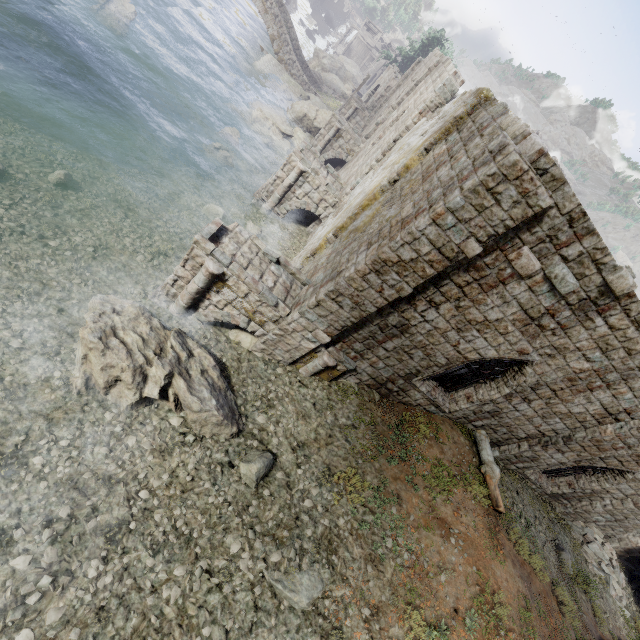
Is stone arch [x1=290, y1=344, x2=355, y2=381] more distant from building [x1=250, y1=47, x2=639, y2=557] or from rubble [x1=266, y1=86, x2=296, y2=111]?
rubble [x1=266, y1=86, x2=296, y2=111]

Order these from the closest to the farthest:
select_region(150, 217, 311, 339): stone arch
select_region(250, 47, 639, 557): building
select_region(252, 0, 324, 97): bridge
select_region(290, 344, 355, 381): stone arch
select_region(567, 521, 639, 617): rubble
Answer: select_region(250, 47, 639, 557): building
select_region(150, 217, 311, 339): stone arch
select_region(290, 344, 355, 381): stone arch
select_region(567, 521, 639, 617): rubble
select_region(252, 0, 324, 97): bridge

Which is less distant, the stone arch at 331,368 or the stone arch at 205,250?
the stone arch at 205,250

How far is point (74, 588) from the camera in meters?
5.7 m

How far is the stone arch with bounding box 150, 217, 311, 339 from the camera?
9.0 meters

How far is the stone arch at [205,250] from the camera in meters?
9.0

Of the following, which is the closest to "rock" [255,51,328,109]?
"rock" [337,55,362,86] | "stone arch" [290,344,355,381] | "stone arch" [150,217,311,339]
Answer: "rock" [337,55,362,86]

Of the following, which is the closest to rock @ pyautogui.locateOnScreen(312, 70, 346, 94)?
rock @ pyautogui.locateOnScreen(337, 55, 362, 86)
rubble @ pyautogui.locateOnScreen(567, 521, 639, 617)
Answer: rock @ pyautogui.locateOnScreen(337, 55, 362, 86)
